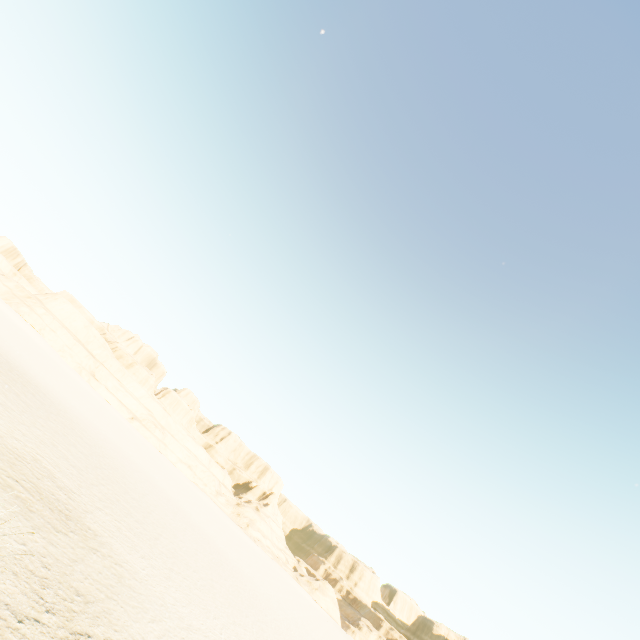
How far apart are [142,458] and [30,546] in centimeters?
3770cm
